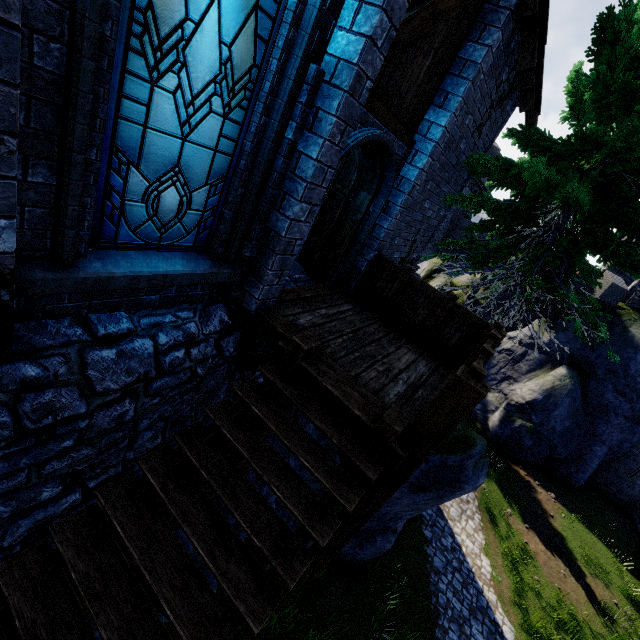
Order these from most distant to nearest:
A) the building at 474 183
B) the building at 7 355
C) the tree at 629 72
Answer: the building at 474 183, the tree at 629 72, the building at 7 355

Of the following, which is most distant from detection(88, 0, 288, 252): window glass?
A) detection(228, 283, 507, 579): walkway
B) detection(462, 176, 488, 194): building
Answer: detection(462, 176, 488, 194): building

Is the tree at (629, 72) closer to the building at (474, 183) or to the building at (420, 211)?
the building at (420, 211)

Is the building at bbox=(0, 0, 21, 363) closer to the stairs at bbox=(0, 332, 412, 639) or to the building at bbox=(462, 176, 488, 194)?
the stairs at bbox=(0, 332, 412, 639)

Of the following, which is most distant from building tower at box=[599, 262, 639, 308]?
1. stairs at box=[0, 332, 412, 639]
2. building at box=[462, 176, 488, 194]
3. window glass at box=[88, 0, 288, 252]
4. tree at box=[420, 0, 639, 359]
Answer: window glass at box=[88, 0, 288, 252]

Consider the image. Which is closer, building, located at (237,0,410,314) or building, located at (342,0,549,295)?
building, located at (237,0,410,314)

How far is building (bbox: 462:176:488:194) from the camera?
32.9 meters

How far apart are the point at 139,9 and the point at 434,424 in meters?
4.3
